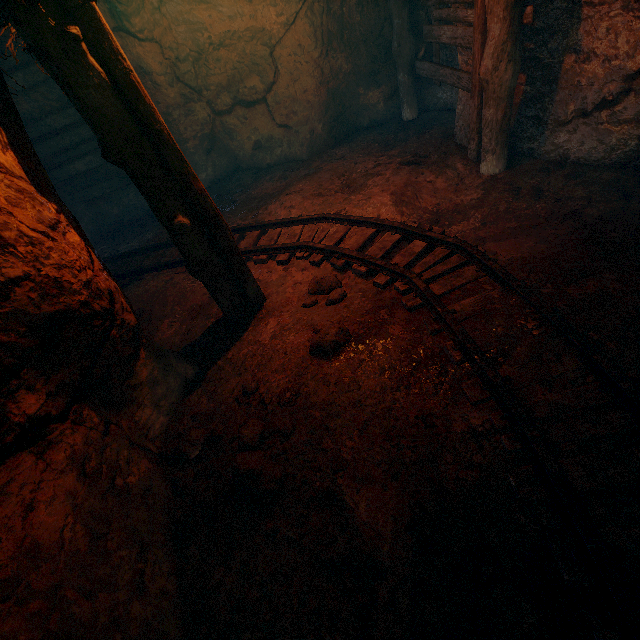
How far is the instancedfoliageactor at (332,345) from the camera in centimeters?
311cm

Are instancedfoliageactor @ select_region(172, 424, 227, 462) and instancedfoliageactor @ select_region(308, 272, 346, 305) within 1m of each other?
no

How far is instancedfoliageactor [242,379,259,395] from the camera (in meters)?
3.18

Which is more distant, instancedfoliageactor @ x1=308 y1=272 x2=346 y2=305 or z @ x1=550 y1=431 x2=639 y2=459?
instancedfoliageactor @ x1=308 y1=272 x2=346 y2=305

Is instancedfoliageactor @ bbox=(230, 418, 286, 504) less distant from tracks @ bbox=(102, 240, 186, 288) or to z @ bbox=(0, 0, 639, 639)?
z @ bbox=(0, 0, 639, 639)

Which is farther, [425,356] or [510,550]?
[425,356]

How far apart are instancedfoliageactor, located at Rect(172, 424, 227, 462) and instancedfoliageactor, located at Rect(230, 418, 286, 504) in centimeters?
24cm

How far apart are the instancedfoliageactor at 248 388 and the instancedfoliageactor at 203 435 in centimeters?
33cm
